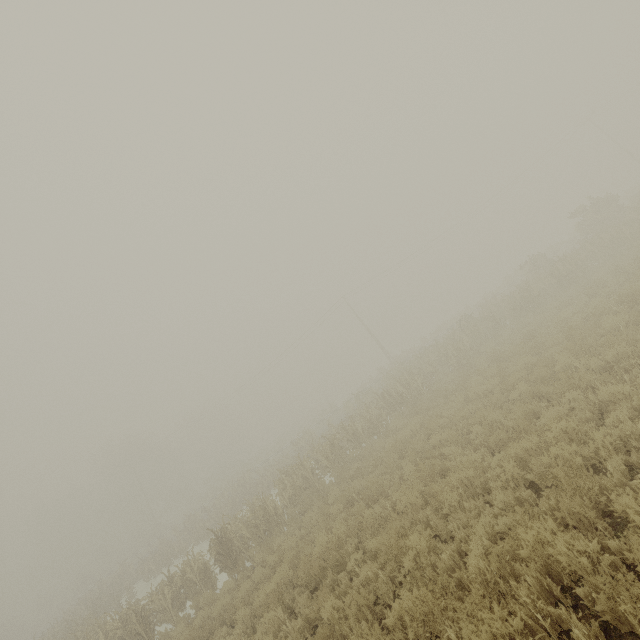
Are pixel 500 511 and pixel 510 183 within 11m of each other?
no
